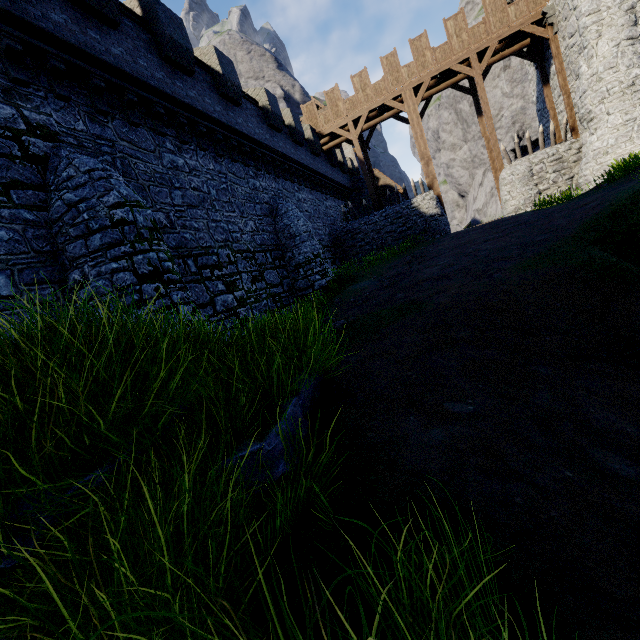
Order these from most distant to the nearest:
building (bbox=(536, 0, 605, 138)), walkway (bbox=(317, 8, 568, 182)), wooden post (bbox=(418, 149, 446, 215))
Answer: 1. wooden post (bbox=(418, 149, 446, 215))
2. walkway (bbox=(317, 8, 568, 182))
3. building (bbox=(536, 0, 605, 138))

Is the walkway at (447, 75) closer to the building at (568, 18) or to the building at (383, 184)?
the building at (568, 18)

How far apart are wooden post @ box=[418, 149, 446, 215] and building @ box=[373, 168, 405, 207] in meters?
9.9 m

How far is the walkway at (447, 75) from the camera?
17.97m

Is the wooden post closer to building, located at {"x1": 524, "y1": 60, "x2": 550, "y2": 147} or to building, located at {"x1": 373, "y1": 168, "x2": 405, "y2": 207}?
building, located at {"x1": 524, "y1": 60, "x2": 550, "y2": 147}

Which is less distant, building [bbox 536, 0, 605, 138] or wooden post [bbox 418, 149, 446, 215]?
building [bbox 536, 0, 605, 138]

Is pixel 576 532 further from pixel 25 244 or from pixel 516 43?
pixel 516 43

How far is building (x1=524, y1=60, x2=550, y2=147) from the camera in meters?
21.6
